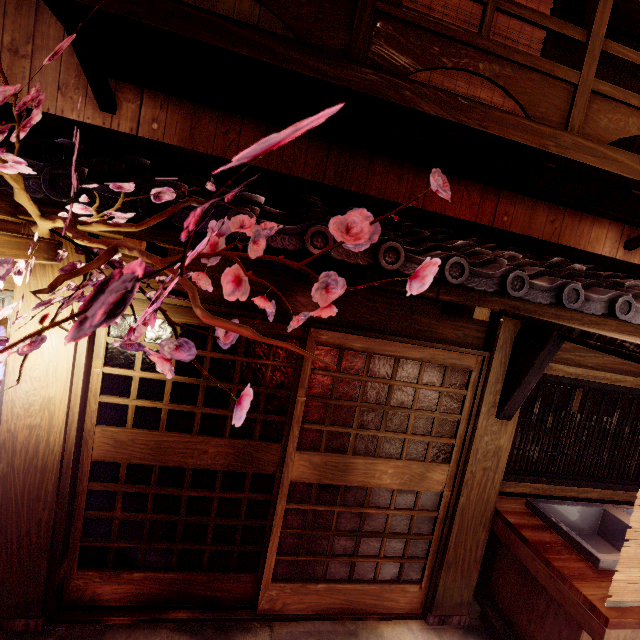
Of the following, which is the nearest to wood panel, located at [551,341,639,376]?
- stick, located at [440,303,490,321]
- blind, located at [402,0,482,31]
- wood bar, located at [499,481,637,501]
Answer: stick, located at [440,303,490,321]

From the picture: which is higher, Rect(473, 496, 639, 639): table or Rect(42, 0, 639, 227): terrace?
Rect(42, 0, 639, 227): terrace

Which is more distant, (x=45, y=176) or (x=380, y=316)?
(x=380, y=316)

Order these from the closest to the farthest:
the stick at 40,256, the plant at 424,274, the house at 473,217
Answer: the plant at 424,274 → the stick at 40,256 → the house at 473,217

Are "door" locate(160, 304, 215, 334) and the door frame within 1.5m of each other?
yes

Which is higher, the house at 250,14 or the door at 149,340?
the house at 250,14

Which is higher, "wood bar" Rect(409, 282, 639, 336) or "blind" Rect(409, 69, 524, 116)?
"blind" Rect(409, 69, 524, 116)

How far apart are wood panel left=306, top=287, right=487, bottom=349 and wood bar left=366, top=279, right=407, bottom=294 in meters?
0.0 m
